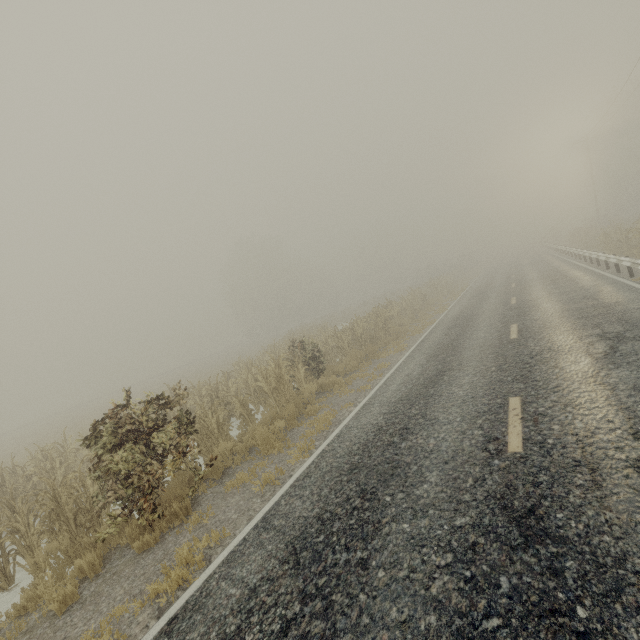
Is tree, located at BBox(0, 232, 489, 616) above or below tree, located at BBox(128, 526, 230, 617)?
above

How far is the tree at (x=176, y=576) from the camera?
4.2 meters

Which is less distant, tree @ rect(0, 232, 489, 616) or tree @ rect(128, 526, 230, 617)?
tree @ rect(128, 526, 230, 617)

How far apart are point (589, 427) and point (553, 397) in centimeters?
109cm

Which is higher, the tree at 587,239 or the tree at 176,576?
the tree at 587,239

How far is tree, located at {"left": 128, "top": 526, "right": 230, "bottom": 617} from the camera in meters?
4.2 m
